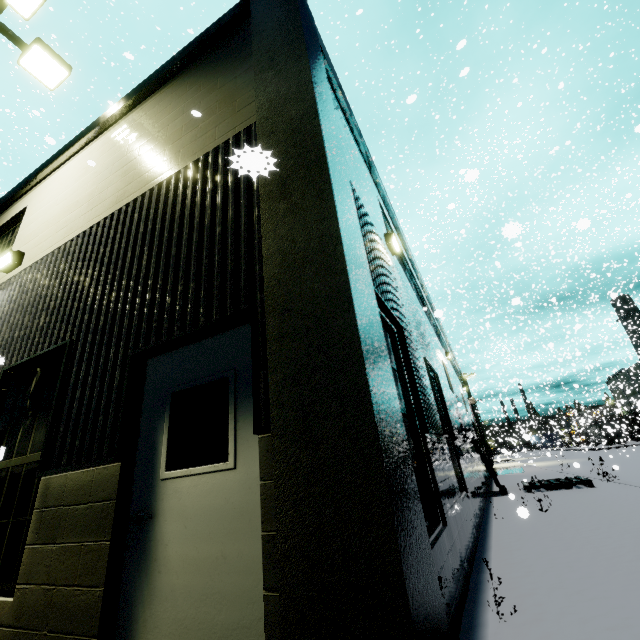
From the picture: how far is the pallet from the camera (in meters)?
10.41

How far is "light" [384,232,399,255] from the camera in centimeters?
640cm

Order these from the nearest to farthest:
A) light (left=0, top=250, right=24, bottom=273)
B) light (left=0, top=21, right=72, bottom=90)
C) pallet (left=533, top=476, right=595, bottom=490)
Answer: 1. light (left=0, top=250, right=24, bottom=273)
2. light (left=0, top=21, right=72, bottom=90)
3. pallet (left=533, top=476, right=595, bottom=490)

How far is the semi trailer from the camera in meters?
27.8

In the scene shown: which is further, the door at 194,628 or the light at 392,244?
the light at 392,244

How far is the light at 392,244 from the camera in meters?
6.4 m

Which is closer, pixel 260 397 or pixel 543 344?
pixel 260 397

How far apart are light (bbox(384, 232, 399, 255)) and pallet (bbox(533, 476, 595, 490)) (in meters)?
9.98
